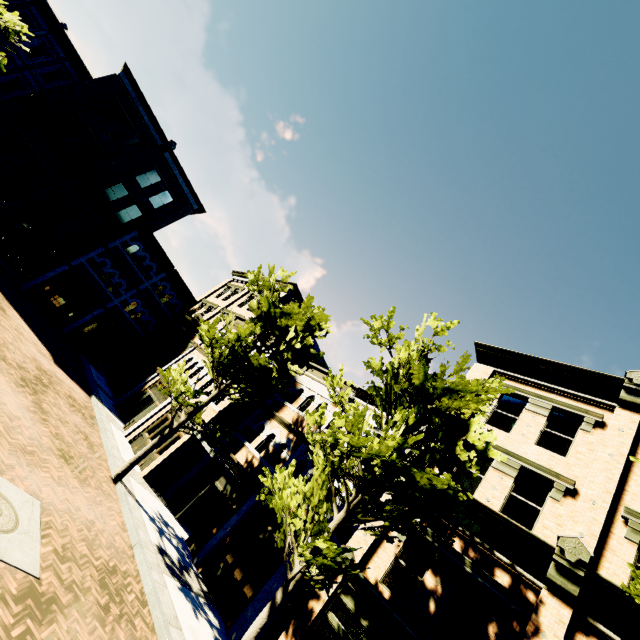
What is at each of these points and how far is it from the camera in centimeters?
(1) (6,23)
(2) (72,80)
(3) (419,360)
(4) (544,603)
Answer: (1) tree, 1831cm
(2) building, 2592cm
(3) tree, 961cm
(4) building, 838cm

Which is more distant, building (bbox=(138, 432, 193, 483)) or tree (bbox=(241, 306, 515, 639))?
building (bbox=(138, 432, 193, 483))

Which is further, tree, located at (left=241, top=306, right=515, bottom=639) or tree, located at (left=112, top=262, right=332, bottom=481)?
tree, located at (left=112, top=262, right=332, bottom=481)

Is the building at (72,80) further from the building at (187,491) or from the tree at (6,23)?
the tree at (6,23)

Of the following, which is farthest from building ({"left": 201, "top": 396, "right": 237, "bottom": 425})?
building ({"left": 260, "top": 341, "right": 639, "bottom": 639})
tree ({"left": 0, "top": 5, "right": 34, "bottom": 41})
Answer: A: tree ({"left": 0, "top": 5, "right": 34, "bottom": 41})

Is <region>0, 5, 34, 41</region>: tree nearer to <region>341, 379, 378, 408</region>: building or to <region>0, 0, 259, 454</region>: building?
<region>341, 379, 378, 408</region>: building

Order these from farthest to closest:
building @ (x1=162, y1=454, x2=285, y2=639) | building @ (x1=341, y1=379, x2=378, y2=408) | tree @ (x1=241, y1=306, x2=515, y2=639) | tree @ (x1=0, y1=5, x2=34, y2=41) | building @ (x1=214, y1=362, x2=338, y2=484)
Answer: tree @ (x1=0, y1=5, x2=34, y2=41), building @ (x1=341, y1=379, x2=378, y2=408), building @ (x1=214, y1=362, x2=338, y2=484), building @ (x1=162, y1=454, x2=285, y2=639), tree @ (x1=241, y1=306, x2=515, y2=639)
